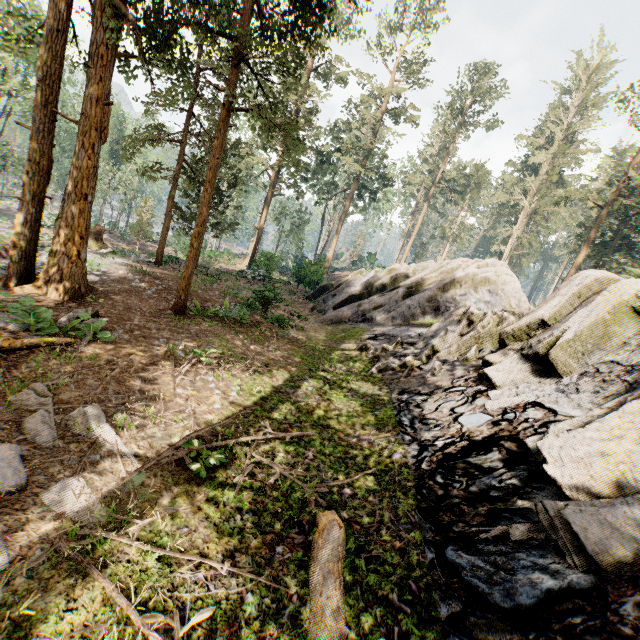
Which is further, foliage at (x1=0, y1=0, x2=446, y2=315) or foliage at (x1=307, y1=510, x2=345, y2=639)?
foliage at (x1=0, y1=0, x2=446, y2=315)

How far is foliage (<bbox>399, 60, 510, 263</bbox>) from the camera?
43.38m

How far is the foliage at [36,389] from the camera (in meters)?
5.22

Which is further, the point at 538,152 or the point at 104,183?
the point at 538,152

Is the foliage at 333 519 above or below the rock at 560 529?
below

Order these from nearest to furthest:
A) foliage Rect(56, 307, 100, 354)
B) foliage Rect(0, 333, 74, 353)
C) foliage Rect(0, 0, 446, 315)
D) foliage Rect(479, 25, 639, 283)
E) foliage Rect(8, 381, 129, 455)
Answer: foliage Rect(8, 381, 129, 455)
foliage Rect(0, 333, 74, 353)
foliage Rect(56, 307, 100, 354)
foliage Rect(0, 0, 446, 315)
foliage Rect(479, 25, 639, 283)
